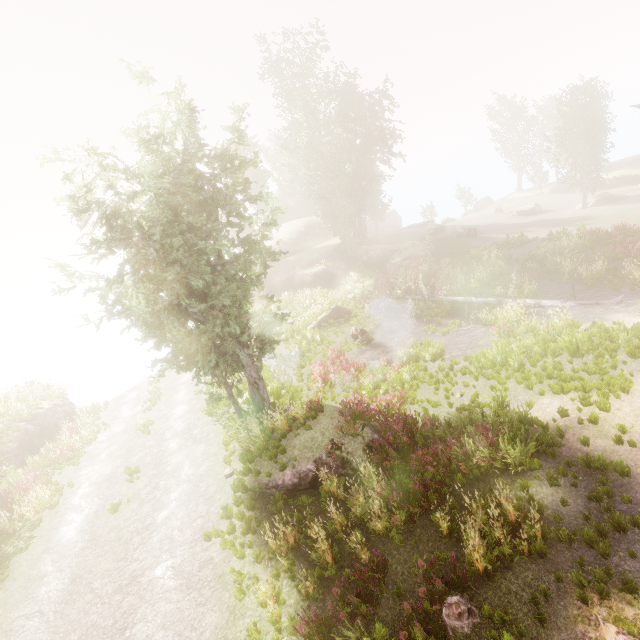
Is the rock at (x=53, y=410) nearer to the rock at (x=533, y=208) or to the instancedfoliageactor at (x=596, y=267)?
the instancedfoliageactor at (x=596, y=267)

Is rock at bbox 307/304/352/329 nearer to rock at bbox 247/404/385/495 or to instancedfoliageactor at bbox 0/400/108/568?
instancedfoliageactor at bbox 0/400/108/568

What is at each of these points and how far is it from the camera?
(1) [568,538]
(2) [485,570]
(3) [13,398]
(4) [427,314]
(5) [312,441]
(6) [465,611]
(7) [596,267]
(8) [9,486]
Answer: (1) instancedfoliageactor, 6.6m
(2) instancedfoliageactor, 6.6m
(3) instancedfoliageactor, 20.7m
(4) instancedfoliageactor, 21.5m
(5) rock, 10.9m
(6) instancedfoliageactor, 6.1m
(7) instancedfoliageactor, 18.7m
(8) instancedfoliageactor, 16.1m

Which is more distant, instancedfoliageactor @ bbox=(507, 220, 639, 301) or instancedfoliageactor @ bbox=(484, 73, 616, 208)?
instancedfoliageactor @ bbox=(484, 73, 616, 208)

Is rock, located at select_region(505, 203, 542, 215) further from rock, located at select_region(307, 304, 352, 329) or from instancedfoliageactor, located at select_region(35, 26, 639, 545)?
rock, located at select_region(307, 304, 352, 329)

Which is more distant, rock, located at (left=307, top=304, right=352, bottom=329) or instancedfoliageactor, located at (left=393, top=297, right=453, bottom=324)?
rock, located at (left=307, top=304, right=352, bottom=329)

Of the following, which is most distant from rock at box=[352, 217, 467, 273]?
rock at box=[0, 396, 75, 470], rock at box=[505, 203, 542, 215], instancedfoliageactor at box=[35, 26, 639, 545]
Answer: rock at box=[0, 396, 75, 470]

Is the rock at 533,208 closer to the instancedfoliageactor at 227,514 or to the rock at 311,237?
the instancedfoliageactor at 227,514
